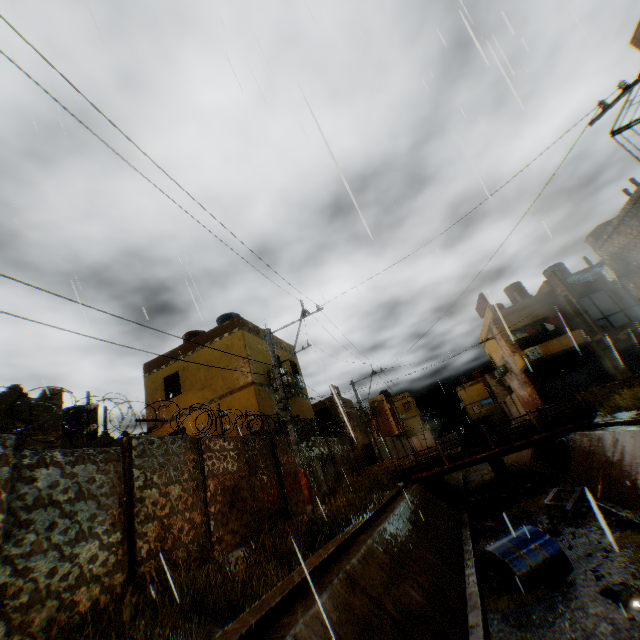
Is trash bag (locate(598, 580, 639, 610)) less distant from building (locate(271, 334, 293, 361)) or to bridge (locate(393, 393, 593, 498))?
building (locate(271, 334, 293, 361))

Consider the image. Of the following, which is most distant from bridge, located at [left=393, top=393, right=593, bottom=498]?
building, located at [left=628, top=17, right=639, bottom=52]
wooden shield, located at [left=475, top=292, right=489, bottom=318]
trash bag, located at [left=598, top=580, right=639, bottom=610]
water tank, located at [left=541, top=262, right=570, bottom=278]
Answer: wooden shield, located at [left=475, top=292, right=489, bottom=318]

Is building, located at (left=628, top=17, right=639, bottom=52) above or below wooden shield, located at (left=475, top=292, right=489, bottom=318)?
below

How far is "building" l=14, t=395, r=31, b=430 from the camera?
9.3m

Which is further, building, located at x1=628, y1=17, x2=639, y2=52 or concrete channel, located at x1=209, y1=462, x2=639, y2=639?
building, located at x1=628, y1=17, x2=639, y2=52

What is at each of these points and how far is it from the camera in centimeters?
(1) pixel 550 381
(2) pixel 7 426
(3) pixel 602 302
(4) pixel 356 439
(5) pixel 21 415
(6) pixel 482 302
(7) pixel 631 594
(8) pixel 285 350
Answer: (1) rolling overhead door, 2552cm
(2) building, 896cm
(3) building, 2853cm
(4) building, 2945cm
(5) building, 937cm
(6) wooden shield, 2847cm
(7) trash bag, 648cm
(8) building, 2189cm

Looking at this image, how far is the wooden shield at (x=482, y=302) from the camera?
27.9 meters

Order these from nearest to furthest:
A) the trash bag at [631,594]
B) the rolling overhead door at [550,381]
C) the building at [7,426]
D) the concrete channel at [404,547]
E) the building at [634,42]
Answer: the concrete channel at [404,547]
the trash bag at [631,594]
the building at [634,42]
the building at [7,426]
the rolling overhead door at [550,381]
